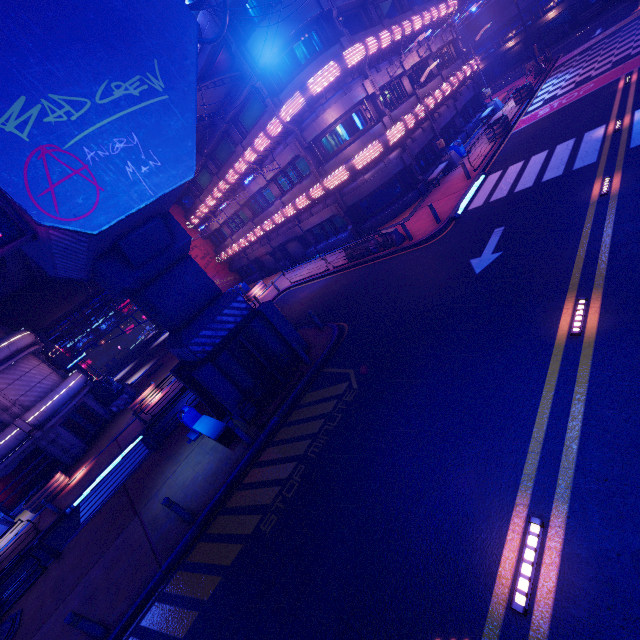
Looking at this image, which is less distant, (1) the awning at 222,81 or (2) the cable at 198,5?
(2) the cable at 198,5

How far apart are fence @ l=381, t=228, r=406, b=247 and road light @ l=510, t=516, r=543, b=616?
13.8 meters

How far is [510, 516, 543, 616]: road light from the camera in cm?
412

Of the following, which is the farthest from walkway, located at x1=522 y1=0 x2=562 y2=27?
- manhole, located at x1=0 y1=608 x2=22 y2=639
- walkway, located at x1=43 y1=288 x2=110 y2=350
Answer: manhole, located at x1=0 y1=608 x2=22 y2=639

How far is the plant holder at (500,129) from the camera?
21.0m

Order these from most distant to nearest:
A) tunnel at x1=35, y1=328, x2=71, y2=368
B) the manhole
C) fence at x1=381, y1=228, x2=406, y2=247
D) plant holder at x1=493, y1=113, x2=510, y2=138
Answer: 1. tunnel at x1=35, y1=328, x2=71, y2=368
2. plant holder at x1=493, y1=113, x2=510, y2=138
3. fence at x1=381, y1=228, x2=406, y2=247
4. the manhole

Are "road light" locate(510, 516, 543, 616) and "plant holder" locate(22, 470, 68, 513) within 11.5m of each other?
no

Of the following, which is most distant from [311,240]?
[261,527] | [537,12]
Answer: [537,12]
